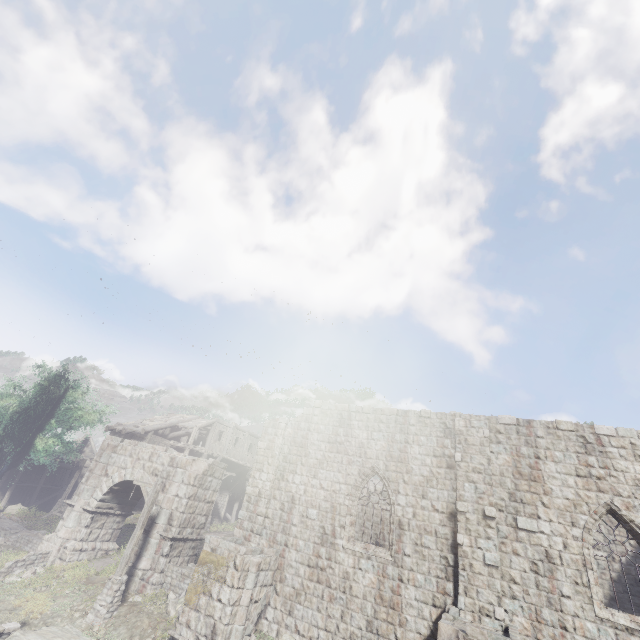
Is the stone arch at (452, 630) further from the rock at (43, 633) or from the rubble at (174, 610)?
the rubble at (174, 610)

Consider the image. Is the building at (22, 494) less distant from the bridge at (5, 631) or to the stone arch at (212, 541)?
the stone arch at (212, 541)

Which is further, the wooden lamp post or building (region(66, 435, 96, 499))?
building (region(66, 435, 96, 499))

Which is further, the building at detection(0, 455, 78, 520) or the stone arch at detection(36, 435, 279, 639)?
the building at detection(0, 455, 78, 520)

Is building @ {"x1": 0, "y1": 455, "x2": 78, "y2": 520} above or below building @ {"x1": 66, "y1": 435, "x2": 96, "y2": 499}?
below

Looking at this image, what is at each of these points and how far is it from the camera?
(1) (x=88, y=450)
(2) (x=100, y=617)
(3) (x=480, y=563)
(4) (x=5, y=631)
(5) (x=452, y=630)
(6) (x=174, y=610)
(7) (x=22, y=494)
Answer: (1) building, 43.4m
(2) wooden lamp post, 12.5m
(3) building, 11.2m
(4) bridge, 10.8m
(5) stone arch, 9.0m
(6) rubble, 13.2m
(7) building, 34.2m

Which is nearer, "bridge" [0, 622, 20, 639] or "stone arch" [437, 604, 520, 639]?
"stone arch" [437, 604, 520, 639]

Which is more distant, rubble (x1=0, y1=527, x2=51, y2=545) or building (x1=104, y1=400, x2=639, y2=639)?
rubble (x1=0, y1=527, x2=51, y2=545)
